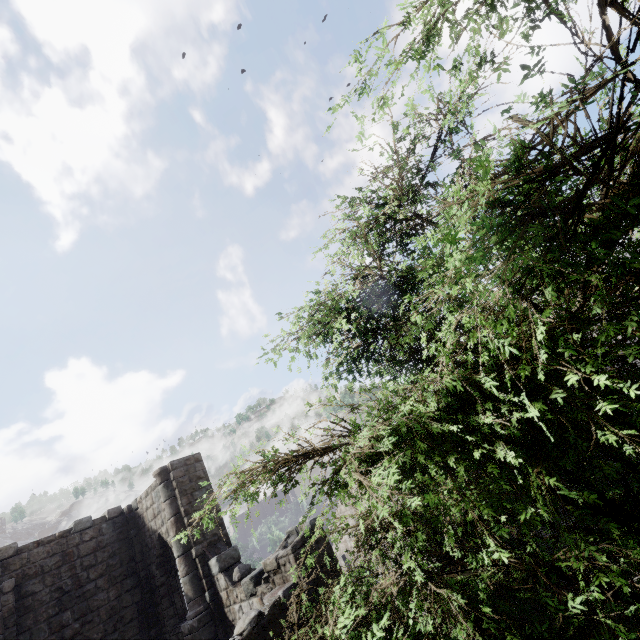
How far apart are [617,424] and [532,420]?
0.6 meters
